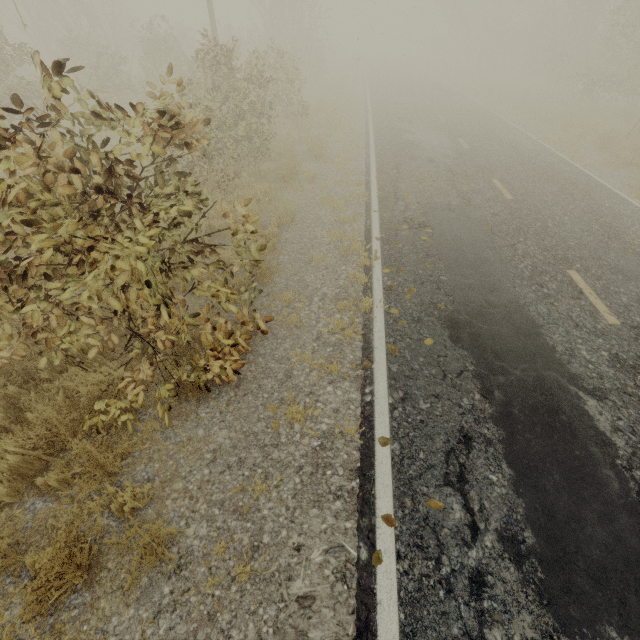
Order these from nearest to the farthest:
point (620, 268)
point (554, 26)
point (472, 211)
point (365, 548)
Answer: point (365, 548) → point (620, 268) → point (472, 211) → point (554, 26)
